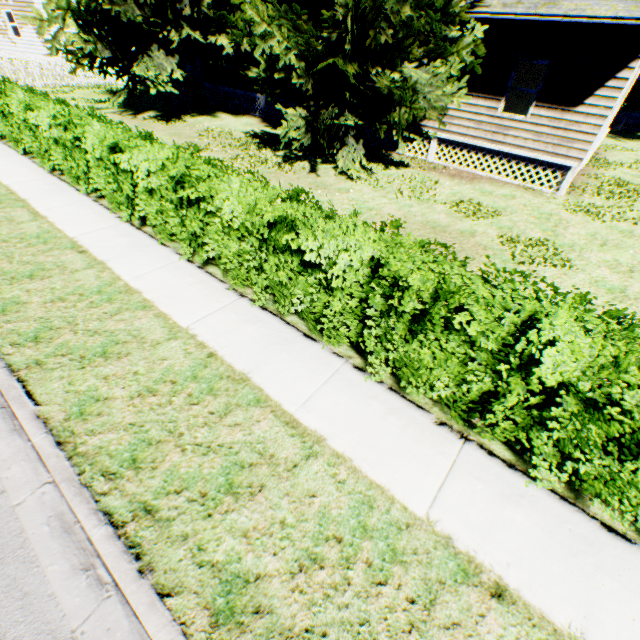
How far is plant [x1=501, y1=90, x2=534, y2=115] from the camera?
14.1m

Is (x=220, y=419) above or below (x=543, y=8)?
below

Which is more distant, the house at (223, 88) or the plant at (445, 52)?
the house at (223, 88)

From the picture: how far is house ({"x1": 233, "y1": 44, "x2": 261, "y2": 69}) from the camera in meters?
16.3 m

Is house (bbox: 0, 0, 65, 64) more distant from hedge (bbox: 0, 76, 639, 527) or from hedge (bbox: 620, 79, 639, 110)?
hedge (bbox: 620, 79, 639, 110)

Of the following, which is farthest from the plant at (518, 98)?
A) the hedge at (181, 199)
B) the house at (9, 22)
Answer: the hedge at (181, 199)

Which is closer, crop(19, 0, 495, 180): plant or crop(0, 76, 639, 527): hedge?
crop(0, 76, 639, 527): hedge

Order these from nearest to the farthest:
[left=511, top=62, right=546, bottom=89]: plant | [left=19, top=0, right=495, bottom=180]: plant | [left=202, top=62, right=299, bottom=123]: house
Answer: [left=19, top=0, right=495, bottom=180]: plant < [left=511, top=62, right=546, bottom=89]: plant < [left=202, top=62, right=299, bottom=123]: house
